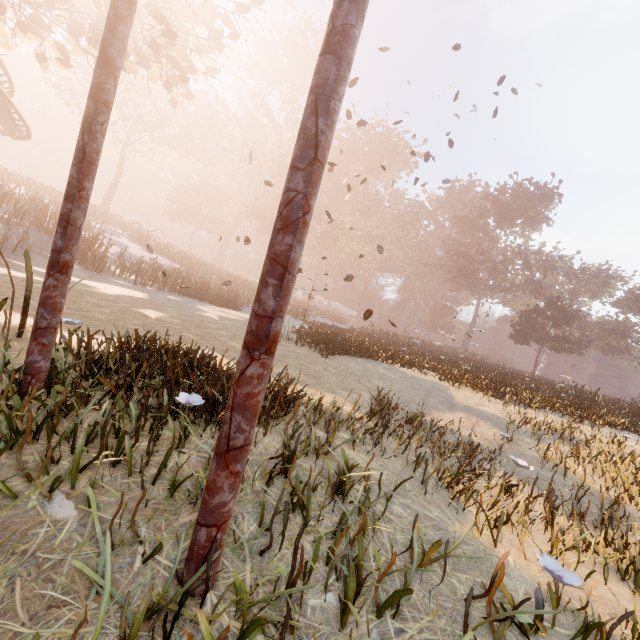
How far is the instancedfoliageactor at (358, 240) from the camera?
47.0 meters

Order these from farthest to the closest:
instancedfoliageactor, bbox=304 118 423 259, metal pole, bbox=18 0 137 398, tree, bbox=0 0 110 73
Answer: instancedfoliageactor, bbox=304 118 423 259
tree, bbox=0 0 110 73
metal pole, bbox=18 0 137 398

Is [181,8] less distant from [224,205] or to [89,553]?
[89,553]

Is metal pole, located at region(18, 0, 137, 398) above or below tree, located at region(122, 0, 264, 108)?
below

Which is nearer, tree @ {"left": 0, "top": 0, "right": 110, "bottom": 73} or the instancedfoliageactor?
tree @ {"left": 0, "top": 0, "right": 110, "bottom": 73}

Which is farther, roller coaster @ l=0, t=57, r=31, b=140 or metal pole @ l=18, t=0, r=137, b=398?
roller coaster @ l=0, t=57, r=31, b=140

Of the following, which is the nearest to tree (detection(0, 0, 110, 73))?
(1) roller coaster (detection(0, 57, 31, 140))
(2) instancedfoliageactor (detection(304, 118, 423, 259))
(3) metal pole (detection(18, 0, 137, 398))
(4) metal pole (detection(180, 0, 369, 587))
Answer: (1) roller coaster (detection(0, 57, 31, 140))

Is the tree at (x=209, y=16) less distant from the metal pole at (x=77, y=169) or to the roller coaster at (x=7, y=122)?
the roller coaster at (x=7, y=122)
